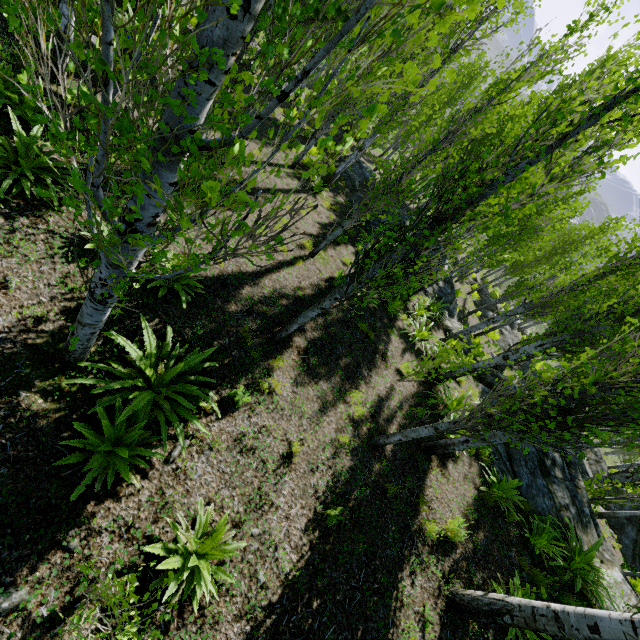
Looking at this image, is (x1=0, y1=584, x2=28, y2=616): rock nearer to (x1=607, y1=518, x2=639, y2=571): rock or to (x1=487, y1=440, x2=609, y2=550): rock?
(x1=607, y1=518, x2=639, y2=571): rock

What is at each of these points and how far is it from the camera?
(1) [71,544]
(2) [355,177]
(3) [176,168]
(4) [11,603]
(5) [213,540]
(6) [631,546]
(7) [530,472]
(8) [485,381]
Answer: (1) rock, 3.1m
(2) rock, 17.8m
(3) instancedfoliageactor, 1.8m
(4) rock, 2.7m
(5) instancedfoliageactor, 3.5m
(6) rock, 16.2m
(7) rock, 8.9m
(8) rock, 12.5m

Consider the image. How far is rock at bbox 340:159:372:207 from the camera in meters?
15.8 m

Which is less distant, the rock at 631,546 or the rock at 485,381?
the rock at 485,381

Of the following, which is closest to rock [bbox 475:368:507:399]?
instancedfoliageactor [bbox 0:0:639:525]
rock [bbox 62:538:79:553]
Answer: instancedfoliageactor [bbox 0:0:639:525]

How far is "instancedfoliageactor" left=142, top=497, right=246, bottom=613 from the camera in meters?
3.2 m

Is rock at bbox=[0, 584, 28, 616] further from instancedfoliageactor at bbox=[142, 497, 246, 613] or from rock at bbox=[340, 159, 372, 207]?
rock at bbox=[340, 159, 372, 207]

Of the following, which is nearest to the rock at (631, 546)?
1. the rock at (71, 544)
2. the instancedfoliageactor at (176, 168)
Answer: the instancedfoliageactor at (176, 168)
